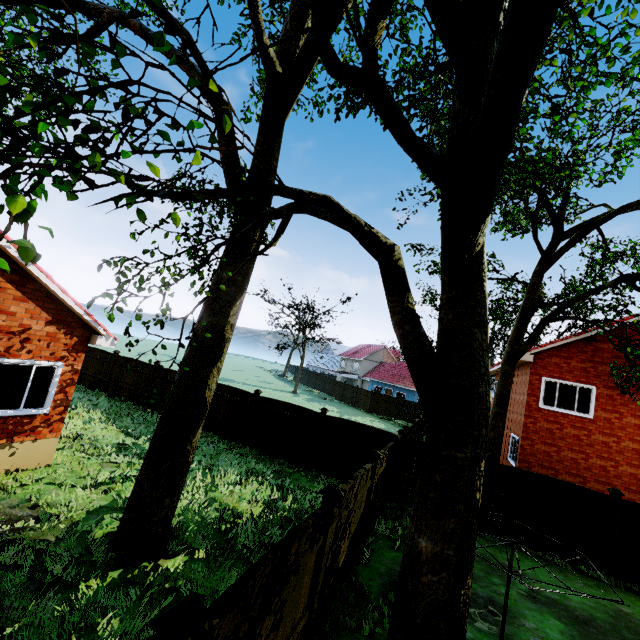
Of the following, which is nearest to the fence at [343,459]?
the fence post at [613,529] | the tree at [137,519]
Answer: the fence post at [613,529]

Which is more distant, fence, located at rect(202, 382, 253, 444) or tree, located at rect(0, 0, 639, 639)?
fence, located at rect(202, 382, 253, 444)

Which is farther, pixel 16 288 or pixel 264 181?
pixel 16 288

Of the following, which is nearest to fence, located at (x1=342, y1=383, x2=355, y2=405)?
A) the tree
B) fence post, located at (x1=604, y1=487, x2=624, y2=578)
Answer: fence post, located at (x1=604, y1=487, x2=624, y2=578)

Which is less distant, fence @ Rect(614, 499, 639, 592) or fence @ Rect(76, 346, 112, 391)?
fence @ Rect(614, 499, 639, 592)

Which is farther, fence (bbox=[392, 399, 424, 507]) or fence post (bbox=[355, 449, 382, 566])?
fence (bbox=[392, 399, 424, 507])

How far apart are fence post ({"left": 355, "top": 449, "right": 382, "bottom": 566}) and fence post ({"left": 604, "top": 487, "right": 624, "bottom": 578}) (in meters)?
7.38
